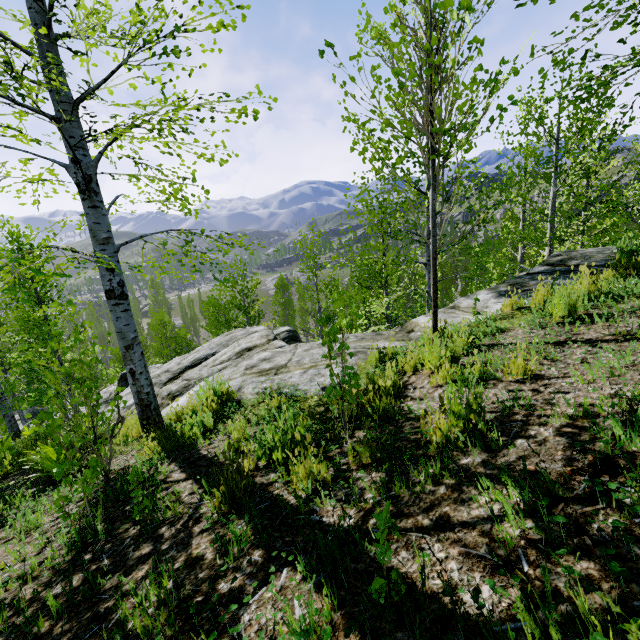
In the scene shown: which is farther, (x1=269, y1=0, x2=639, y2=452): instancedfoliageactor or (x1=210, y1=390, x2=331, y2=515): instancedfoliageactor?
(x1=269, y1=0, x2=639, y2=452): instancedfoliageactor

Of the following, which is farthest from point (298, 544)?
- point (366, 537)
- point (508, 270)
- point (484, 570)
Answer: point (508, 270)

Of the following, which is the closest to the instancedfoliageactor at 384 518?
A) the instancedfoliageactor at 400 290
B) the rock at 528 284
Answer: the rock at 528 284

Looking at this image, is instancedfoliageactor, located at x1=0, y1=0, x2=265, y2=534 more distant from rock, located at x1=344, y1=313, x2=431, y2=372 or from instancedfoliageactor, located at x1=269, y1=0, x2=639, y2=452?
instancedfoliageactor, located at x1=269, y1=0, x2=639, y2=452

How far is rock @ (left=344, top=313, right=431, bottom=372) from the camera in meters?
5.5

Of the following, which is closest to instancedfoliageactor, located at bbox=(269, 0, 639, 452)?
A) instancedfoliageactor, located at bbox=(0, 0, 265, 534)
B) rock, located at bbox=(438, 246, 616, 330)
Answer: rock, located at bbox=(438, 246, 616, 330)

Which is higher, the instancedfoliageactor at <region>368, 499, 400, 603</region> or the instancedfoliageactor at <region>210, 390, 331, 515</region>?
the instancedfoliageactor at <region>368, 499, 400, 603</region>

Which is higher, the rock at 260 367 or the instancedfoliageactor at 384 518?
the instancedfoliageactor at 384 518
